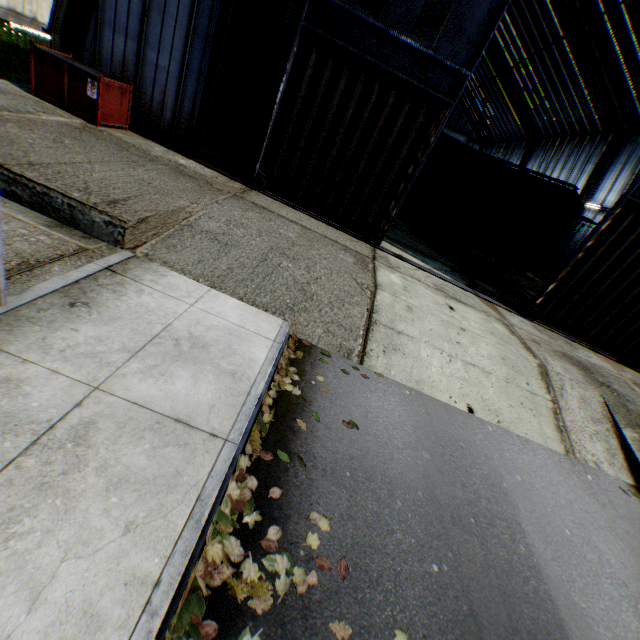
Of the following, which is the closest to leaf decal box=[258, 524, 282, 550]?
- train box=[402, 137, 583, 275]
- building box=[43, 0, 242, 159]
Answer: building box=[43, 0, 242, 159]

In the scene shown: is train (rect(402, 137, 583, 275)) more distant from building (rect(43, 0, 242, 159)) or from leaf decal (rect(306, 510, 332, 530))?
leaf decal (rect(306, 510, 332, 530))

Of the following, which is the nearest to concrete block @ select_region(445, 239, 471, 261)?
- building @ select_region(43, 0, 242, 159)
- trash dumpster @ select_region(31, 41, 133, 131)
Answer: building @ select_region(43, 0, 242, 159)

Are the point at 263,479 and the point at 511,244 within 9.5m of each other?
no

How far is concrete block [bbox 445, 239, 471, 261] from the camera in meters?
14.9 m

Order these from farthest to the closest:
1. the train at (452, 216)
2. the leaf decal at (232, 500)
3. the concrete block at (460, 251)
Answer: the concrete block at (460, 251) → the train at (452, 216) → the leaf decal at (232, 500)

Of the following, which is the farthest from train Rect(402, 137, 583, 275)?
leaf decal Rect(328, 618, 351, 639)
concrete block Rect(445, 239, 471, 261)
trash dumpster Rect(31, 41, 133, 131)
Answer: leaf decal Rect(328, 618, 351, 639)

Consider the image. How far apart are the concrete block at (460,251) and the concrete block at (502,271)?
1.2 meters
